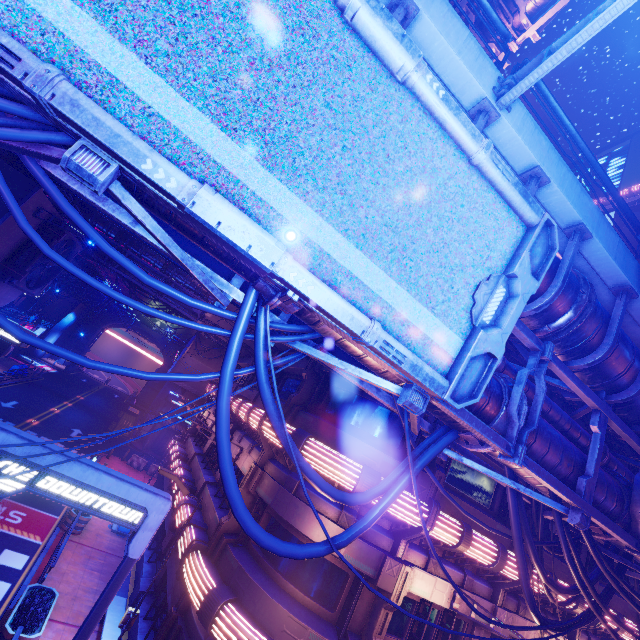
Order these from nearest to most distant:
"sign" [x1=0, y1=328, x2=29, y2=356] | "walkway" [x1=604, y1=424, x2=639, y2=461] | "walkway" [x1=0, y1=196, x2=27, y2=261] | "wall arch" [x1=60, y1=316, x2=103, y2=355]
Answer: "walkway" [x1=604, y1=424, x2=639, y2=461] → "walkway" [x1=0, y1=196, x2=27, y2=261] → "sign" [x1=0, y1=328, x2=29, y2=356] → "wall arch" [x1=60, y1=316, x2=103, y2=355]

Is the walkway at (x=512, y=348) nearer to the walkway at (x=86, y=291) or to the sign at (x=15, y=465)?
the sign at (x=15, y=465)

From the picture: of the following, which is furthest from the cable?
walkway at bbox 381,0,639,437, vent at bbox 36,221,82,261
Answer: vent at bbox 36,221,82,261

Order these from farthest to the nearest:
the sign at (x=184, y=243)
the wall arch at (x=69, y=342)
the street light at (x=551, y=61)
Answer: the wall arch at (x=69, y=342)
the sign at (x=184, y=243)
the street light at (x=551, y=61)

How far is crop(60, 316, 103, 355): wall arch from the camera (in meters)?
56.97

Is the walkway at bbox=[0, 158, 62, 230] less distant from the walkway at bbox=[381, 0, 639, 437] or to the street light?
the walkway at bbox=[381, 0, 639, 437]

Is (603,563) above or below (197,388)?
above

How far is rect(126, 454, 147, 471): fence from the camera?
28.5 meters
